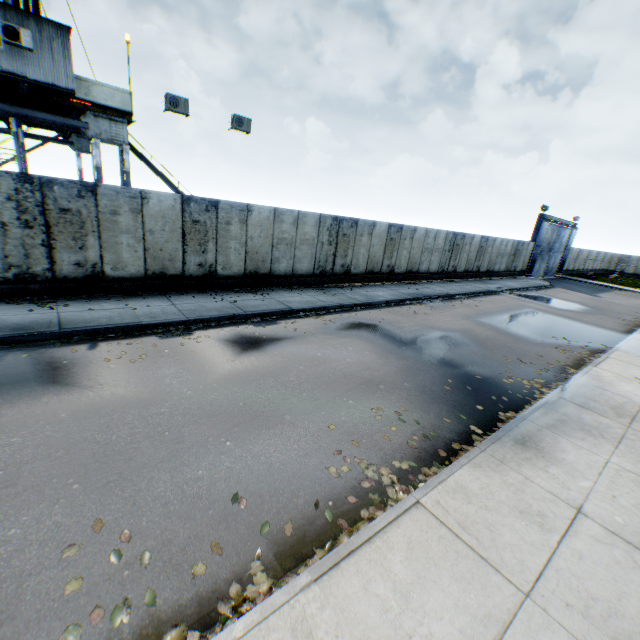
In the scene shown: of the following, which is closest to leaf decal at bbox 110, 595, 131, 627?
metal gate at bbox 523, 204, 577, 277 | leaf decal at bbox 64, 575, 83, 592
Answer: leaf decal at bbox 64, 575, 83, 592

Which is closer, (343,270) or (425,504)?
(425,504)

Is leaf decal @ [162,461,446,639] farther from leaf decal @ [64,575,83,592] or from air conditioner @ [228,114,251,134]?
air conditioner @ [228,114,251,134]

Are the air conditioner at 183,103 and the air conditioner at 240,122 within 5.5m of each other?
yes

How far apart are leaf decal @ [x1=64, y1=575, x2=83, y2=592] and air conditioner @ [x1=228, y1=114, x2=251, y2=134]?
15.73m

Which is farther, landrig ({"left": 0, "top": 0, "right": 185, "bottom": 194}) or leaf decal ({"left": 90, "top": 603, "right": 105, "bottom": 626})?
landrig ({"left": 0, "top": 0, "right": 185, "bottom": 194})

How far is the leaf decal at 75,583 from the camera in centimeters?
302cm

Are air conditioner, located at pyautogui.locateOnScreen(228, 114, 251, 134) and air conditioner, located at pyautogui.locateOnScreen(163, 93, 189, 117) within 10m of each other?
yes
